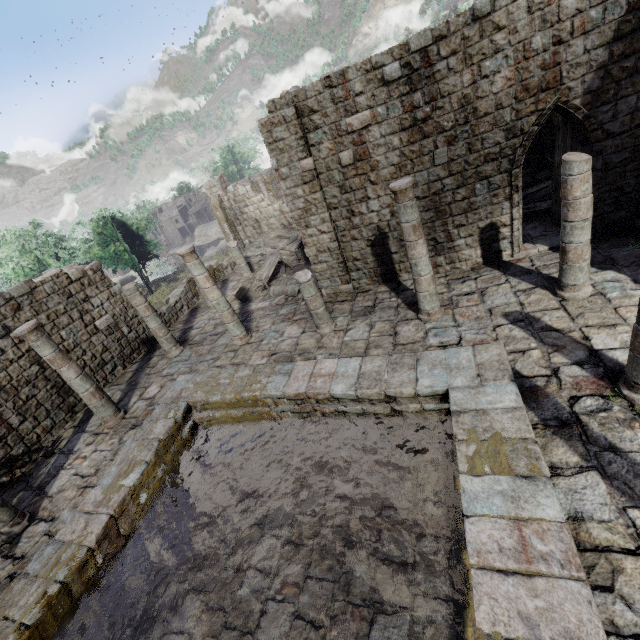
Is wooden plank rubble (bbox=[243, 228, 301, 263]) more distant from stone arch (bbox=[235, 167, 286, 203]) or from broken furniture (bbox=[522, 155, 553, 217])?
broken furniture (bbox=[522, 155, 553, 217])

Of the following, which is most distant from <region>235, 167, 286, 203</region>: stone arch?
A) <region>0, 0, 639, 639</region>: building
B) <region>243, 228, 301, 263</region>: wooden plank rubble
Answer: <region>243, 228, 301, 263</region>: wooden plank rubble

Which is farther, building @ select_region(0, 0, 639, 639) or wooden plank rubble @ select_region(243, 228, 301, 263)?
wooden plank rubble @ select_region(243, 228, 301, 263)

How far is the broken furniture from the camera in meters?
12.2

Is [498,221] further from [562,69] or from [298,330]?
[298,330]

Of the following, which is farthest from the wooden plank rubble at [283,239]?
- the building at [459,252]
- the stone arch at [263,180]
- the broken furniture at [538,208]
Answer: the broken furniture at [538,208]

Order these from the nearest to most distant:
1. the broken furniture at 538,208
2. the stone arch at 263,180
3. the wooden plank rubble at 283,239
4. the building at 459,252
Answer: the building at 459,252
the broken furniture at 538,208
the wooden plank rubble at 283,239
the stone arch at 263,180
